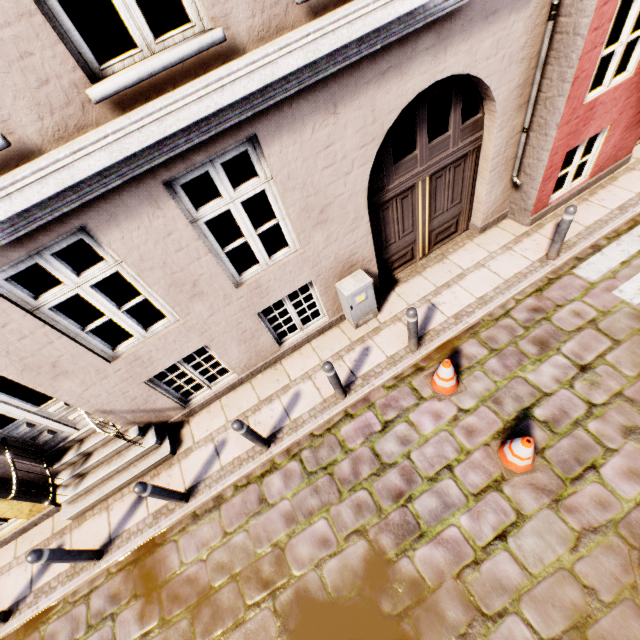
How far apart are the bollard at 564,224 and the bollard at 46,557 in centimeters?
902cm

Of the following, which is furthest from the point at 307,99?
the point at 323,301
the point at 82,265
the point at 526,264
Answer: the point at 82,265

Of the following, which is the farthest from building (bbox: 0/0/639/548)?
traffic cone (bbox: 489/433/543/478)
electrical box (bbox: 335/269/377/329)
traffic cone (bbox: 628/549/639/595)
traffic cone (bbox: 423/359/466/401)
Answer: traffic cone (bbox: 628/549/639/595)

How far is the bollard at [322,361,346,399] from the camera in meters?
4.6

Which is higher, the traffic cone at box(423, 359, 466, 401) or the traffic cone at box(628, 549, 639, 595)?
the traffic cone at box(423, 359, 466, 401)

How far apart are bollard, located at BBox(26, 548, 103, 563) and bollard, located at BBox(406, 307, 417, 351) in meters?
5.8

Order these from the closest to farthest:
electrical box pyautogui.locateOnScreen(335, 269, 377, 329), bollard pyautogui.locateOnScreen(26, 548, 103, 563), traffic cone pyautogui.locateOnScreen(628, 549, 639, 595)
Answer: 1. traffic cone pyautogui.locateOnScreen(628, 549, 639, 595)
2. bollard pyautogui.locateOnScreen(26, 548, 103, 563)
3. electrical box pyautogui.locateOnScreen(335, 269, 377, 329)

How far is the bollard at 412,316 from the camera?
4.8m
